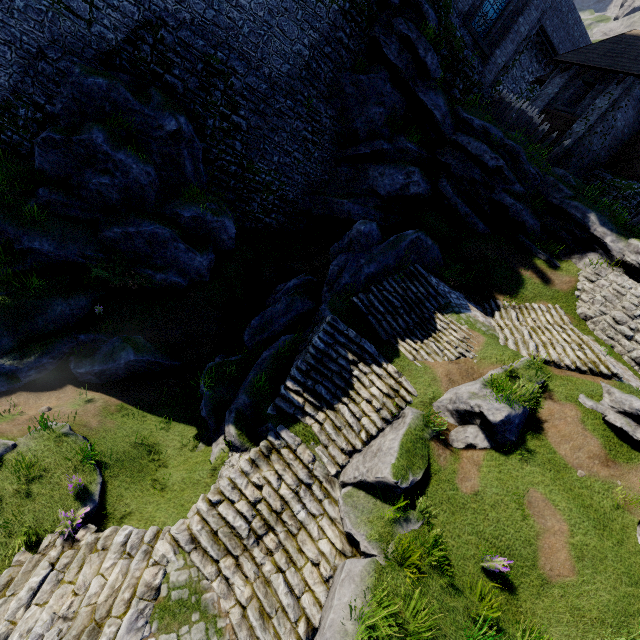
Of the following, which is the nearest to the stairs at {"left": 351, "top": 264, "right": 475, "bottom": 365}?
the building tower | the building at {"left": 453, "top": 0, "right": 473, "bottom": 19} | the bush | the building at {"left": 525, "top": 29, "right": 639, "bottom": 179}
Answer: the bush

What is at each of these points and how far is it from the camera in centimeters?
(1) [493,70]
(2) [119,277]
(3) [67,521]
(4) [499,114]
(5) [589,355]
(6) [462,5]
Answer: (1) building, 1748cm
(2) bush, 1270cm
(3) instancedfoliageactor, 751cm
(4) wooden spike, 1855cm
(5) stairs, 1190cm
(6) building, 1504cm

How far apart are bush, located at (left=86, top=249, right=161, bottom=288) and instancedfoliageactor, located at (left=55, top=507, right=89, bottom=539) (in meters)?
7.77

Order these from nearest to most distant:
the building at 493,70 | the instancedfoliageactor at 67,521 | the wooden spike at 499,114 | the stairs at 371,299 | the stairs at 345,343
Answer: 1. the stairs at 345,343
2. the instancedfoliageactor at 67,521
3. the stairs at 371,299
4. the building at 493,70
5. the wooden spike at 499,114

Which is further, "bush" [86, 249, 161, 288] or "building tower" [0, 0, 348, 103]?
"bush" [86, 249, 161, 288]

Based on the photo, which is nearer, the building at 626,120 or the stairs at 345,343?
the stairs at 345,343

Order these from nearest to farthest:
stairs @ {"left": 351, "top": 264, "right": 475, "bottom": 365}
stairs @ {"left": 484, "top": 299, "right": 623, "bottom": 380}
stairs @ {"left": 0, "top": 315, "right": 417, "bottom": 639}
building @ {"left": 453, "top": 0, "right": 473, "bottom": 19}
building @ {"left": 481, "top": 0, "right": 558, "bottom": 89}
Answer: stairs @ {"left": 0, "top": 315, "right": 417, "bottom": 639}
stairs @ {"left": 484, "top": 299, "right": 623, "bottom": 380}
stairs @ {"left": 351, "top": 264, "right": 475, "bottom": 365}
building @ {"left": 453, "top": 0, "right": 473, "bottom": 19}
building @ {"left": 481, "top": 0, "right": 558, "bottom": 89}

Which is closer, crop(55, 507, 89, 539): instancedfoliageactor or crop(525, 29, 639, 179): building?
crop(55, 507, 89, 539): instancedfoliageactor
